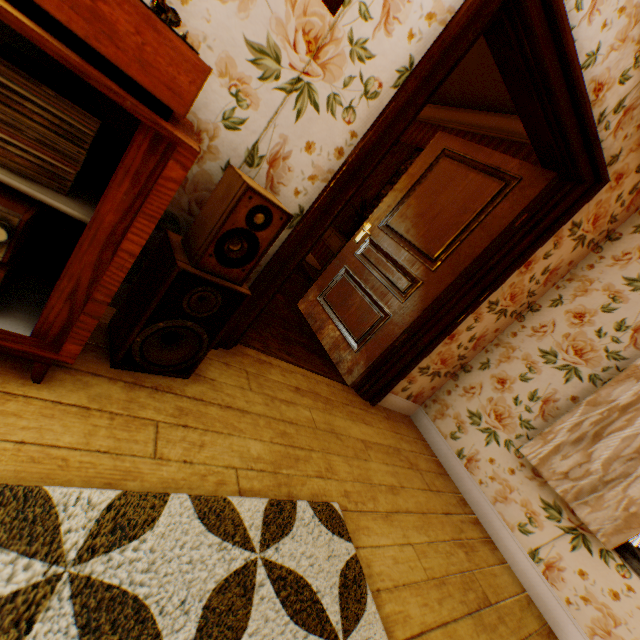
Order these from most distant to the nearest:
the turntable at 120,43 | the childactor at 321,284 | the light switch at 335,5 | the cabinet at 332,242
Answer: the cabinet at 332,242 < the childactor at 321,284 < the light switch at 335,5 < the turntable at 120,43

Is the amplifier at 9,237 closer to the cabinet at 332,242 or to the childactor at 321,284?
the childactor at 321,284

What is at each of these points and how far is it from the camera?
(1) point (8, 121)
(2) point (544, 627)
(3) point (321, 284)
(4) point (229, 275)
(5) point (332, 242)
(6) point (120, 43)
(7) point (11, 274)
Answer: (1) vinyl record, 0.79m
(2) building, 2.04m
(3) childactor, 3.54m
(4) speaker, 1.39m
(5) cabinet, 4.56m
(6) turntable, 0.71m
(7) receiver, 0.96m

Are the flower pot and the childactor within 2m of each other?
yes

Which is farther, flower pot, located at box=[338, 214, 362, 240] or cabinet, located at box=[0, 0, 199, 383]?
flower pot, located at box=[338, 214, 362, 240]

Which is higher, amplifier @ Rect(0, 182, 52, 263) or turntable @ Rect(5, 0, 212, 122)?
turntable @ Rect(5, 0, 212, 122)

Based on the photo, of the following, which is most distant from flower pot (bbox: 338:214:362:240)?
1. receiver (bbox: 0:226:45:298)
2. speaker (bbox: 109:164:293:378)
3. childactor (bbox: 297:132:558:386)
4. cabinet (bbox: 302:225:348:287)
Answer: receiver (bbox: 0:226:45:298)

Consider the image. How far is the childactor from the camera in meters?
2.5 m
